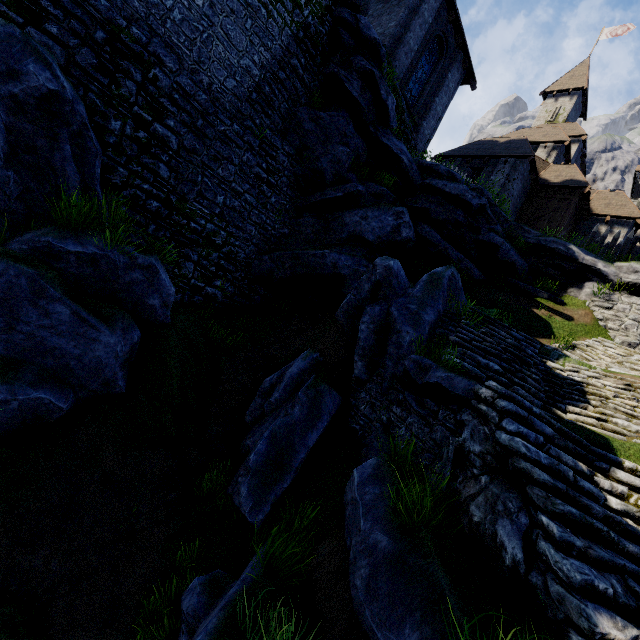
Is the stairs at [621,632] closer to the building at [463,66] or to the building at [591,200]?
the building at [463,66]

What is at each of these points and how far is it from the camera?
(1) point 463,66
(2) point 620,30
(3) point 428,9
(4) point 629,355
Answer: (1) building, 17.8m
(2) flag, 33.4m
(3) building, 15.1m
(4) stairs, 11.6m

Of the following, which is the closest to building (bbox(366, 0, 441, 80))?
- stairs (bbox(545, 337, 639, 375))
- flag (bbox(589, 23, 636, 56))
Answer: stairs (bbox(545, 337, 639, 375))

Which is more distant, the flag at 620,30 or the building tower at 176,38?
the flag at 620,30

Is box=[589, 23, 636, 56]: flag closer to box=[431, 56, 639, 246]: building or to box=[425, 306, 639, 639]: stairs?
box=[431, 56, 639, 246]: building

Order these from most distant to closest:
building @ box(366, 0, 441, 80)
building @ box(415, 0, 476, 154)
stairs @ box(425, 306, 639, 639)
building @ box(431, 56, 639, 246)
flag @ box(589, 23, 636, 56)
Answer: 1. flag @ box(589, 23, 636, 56)
2. building @ box(431, 56, 639, 246)
3. building @ box(415, 0, 476, 154)
4. building @ box(366, 0, 441, 80)
5. stairs @ box(425, 306, 639, 639)

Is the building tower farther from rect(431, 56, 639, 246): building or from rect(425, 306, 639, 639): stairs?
rect(431, 56, 639, 246): building

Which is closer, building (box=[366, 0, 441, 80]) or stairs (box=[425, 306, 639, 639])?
stairs (box=[425, 306, 639, 639])
